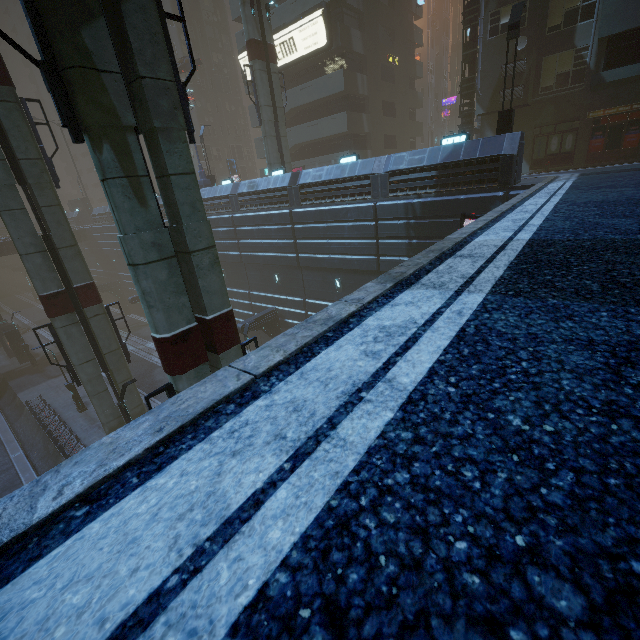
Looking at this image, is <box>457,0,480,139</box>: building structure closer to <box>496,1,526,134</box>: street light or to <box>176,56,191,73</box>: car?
<box>496,1,526,134</box>: street light

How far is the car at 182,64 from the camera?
34.50m

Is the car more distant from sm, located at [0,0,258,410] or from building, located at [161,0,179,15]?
sm, located at [0,0,258,410]

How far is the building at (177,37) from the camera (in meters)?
40.61

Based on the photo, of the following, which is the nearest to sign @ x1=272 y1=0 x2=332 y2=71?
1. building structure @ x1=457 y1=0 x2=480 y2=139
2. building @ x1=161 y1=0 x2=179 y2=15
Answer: building @ x1=161 y1=0 x2=179 y2=15

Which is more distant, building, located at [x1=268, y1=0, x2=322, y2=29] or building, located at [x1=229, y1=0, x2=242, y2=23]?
building, located at [x1=229, y1=0, x2=242, y2=23]

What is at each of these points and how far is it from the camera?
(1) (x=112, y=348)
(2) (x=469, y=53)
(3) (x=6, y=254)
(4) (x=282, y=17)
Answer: (1) sm, 16.6 meters
(2) building structure, 21.7 meters
(3) building, 37.8 meters
(4) building, 27.7 meters

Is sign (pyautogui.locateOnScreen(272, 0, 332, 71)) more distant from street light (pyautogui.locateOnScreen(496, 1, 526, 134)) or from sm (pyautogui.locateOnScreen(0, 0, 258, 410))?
street light (pyautogui.locateOnScreen(496, 1, 526, 134))
